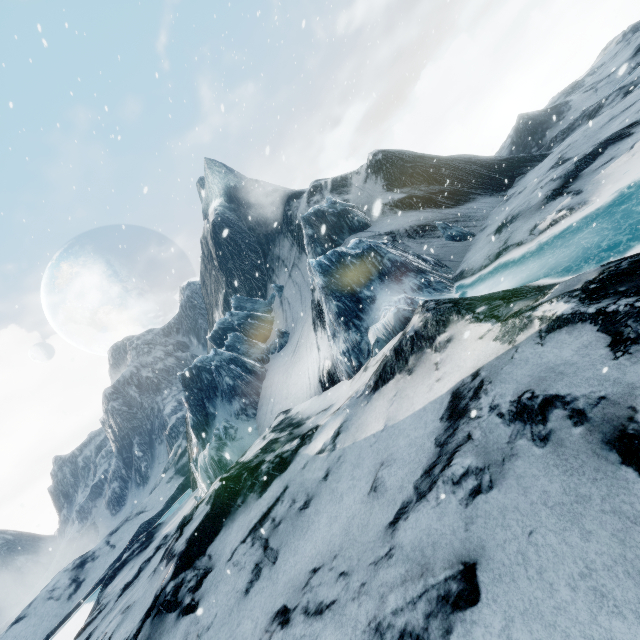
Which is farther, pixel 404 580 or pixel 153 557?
pixel 153 557
